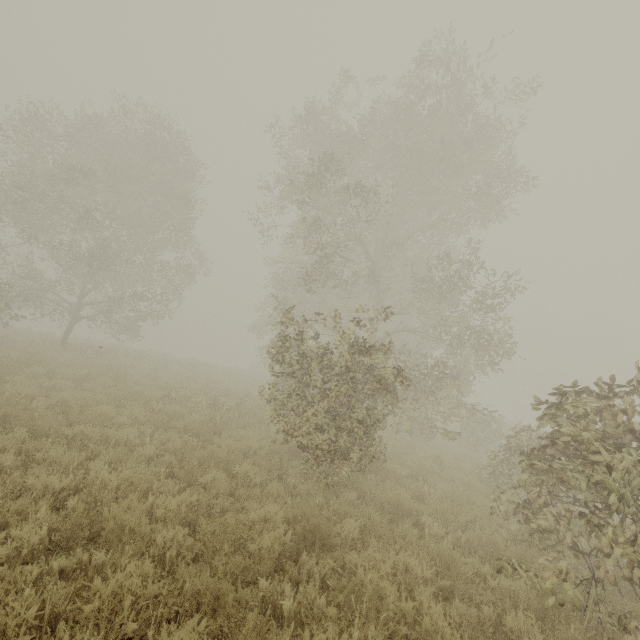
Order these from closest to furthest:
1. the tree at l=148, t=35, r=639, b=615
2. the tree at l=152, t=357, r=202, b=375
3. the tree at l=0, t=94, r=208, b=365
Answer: the tree at l=148, t=35, r=639, b=615 → the tree at l=0, t=94, r=208, b=365 → the tree at l=152, t=357, r=202, b=375

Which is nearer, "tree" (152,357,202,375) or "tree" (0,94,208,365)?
"tree" (0,94,208,365)

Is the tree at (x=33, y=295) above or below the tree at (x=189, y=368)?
above

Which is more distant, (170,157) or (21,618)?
(170,157)

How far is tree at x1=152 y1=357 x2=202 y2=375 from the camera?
19.27m

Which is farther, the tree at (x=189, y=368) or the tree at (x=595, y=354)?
the tree at (x=189, y=368)

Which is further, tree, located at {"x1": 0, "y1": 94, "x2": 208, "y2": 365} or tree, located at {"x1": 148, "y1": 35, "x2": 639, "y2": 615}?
tree, located at {"x1": 0, "y1": 94, "x2": 208, "y2": 365}
